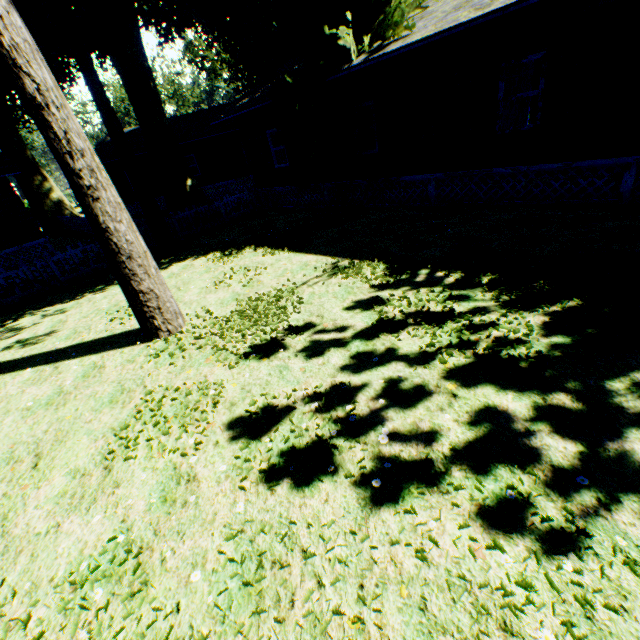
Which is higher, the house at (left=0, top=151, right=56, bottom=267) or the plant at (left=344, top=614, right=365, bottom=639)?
the house at (left=0, top=151, right=56, bottom=267)

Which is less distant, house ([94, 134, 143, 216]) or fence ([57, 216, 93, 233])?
fence ([57, 216, 93, 233])

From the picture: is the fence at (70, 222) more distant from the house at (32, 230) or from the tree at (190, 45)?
the tree at (190, 45)

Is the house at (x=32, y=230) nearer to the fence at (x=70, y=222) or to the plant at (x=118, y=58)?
the fence at (x=70, y=222)

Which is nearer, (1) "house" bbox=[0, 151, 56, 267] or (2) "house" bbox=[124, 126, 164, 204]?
(1) "house" bbox=[0, 151, 56, 267]

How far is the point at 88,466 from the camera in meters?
4.2

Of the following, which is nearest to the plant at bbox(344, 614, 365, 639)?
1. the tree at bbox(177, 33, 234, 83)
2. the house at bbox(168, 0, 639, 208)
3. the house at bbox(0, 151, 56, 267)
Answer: the house at bbox(168, 0, 639, 208)

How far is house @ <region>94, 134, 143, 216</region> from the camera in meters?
25.6 m
